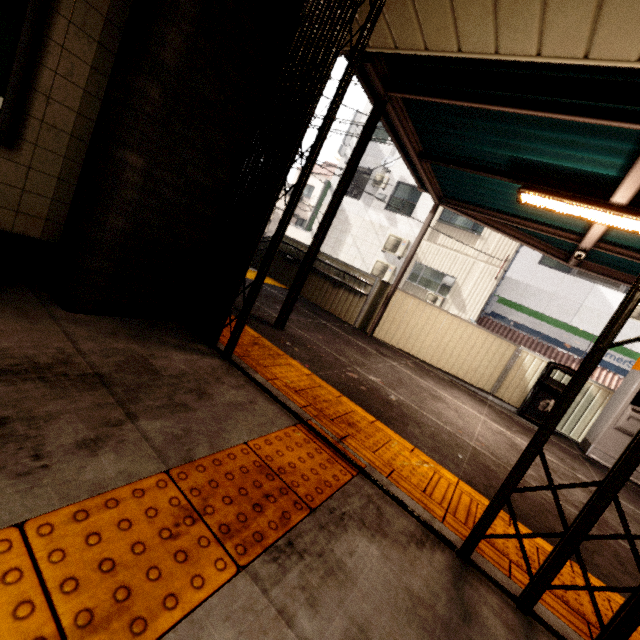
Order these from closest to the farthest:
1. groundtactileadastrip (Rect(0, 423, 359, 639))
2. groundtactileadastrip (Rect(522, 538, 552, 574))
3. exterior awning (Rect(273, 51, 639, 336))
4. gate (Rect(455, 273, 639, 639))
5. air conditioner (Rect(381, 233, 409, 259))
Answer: groundtactileadastrip (Rect(0, 423, 359, 639)) < gate (Rect(455, 273, 639, 639)) < groundtactileadastrip (Rect(522, 538, 552, 574)) < exterior awning (Rect(273, 51, 639, 336)) < air conditioner (Rect(381, 233, 409, 259))

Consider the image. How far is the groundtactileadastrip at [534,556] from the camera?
1.86m

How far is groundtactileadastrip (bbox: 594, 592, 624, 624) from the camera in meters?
1.7 m

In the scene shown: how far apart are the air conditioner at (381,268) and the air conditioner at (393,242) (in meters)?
0.38

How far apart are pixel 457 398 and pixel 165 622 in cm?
496

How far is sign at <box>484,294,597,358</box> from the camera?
12.56m

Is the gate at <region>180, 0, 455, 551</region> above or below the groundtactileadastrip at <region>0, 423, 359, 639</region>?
above

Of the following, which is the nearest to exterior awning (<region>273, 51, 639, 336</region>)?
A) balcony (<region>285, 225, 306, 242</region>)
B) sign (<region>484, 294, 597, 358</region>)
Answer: sign (<region>484, 294, 597, 358</region>)
